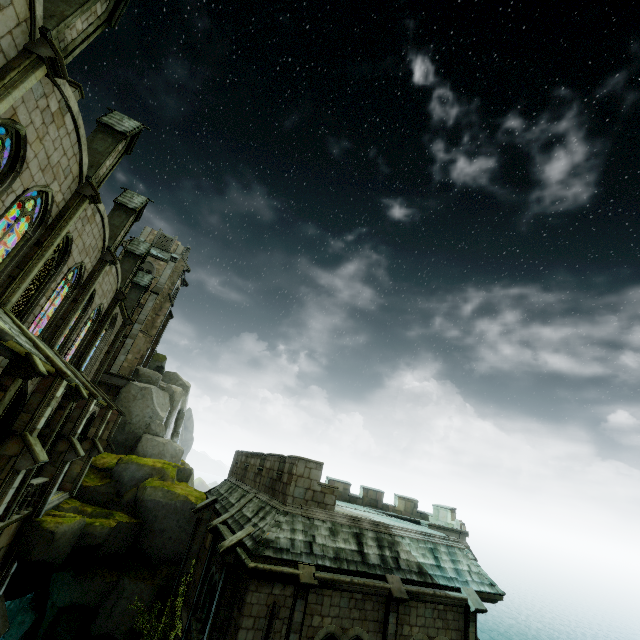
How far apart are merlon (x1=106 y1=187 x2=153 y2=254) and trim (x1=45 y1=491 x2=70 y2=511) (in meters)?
13.64

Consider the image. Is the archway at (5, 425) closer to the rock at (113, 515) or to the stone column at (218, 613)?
the rock at (113, 515)

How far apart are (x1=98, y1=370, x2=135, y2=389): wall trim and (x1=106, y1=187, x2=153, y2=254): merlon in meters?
14.4 m

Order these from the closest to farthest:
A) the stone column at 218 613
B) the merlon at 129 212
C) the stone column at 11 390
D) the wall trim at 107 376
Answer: the stone column at 11 390 < the stone column at 218 613 < the merlon at 129 212 < the wall trim at 107 376

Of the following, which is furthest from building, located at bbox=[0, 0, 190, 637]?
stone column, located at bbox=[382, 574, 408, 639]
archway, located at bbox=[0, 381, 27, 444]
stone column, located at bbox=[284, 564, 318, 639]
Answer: stone column, located at bbox=[382, 574, 408, 639]

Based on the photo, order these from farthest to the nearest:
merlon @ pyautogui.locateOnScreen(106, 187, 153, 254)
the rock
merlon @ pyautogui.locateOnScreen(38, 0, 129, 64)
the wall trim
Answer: the wall trim → merlon @ pyautogui.locateOnScreen(106, 187, 153, 254) → the rock → merlon @ pyautogui.locateOnScreen(38, 0, 129, 64)

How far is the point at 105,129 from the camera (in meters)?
15.41

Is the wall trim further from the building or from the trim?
the trim
